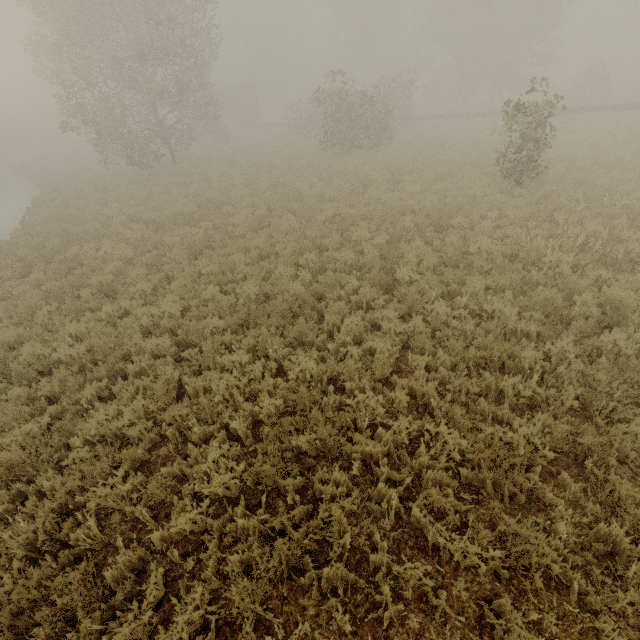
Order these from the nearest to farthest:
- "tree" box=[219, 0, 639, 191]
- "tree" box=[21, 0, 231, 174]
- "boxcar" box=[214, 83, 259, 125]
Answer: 1. "tree" box=[219, 0, 639, 191]
2. "tree" box=[21, 0, 231, 174]
3. "boxcar" box=[214, 83, 259, 125]

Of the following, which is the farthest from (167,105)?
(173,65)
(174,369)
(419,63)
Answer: (419,63)

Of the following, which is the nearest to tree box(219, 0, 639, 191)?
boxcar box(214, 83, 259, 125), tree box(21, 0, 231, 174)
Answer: tree box(21, 0, 231, 174)

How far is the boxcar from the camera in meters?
42.9

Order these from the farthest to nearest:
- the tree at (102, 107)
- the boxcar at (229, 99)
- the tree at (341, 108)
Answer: the boxcar at (229, 99), the tree at (102, 107), the tree at (341, 108)

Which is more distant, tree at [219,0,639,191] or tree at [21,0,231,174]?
tree at [21,0,231,174]

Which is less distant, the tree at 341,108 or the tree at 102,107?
the tree at 341,108
